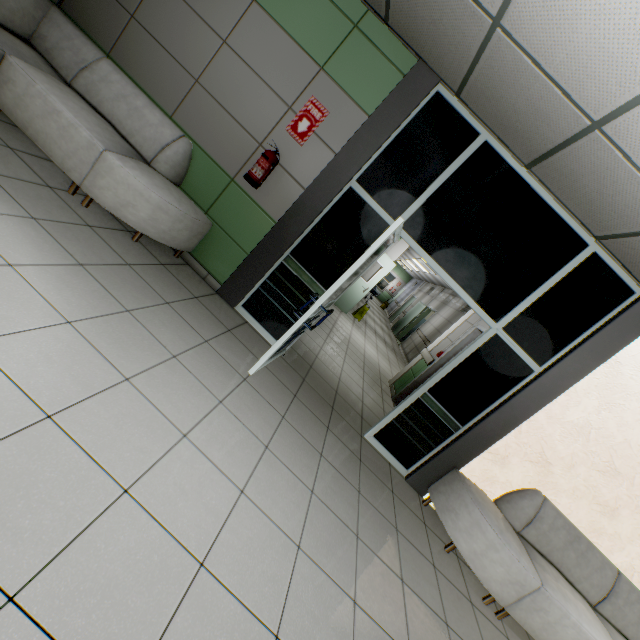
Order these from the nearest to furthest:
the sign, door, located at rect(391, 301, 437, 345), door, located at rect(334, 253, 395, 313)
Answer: the sign
door, located at rect(334, 253, 395, 313)
door, located at rect(391, 301, 437, 345)

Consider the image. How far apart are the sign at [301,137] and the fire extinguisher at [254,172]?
0.20m

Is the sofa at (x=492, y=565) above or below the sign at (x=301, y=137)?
below

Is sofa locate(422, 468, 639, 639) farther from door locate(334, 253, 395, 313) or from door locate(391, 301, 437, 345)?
door locate(391, 301, 437, 345)

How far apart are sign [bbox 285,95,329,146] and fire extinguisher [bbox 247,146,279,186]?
0.2m

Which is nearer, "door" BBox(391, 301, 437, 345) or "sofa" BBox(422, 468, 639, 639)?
"sofa" BBox(422, 468, 639, 639)

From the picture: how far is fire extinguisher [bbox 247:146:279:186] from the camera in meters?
3.4

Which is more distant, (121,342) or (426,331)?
(426,331)
